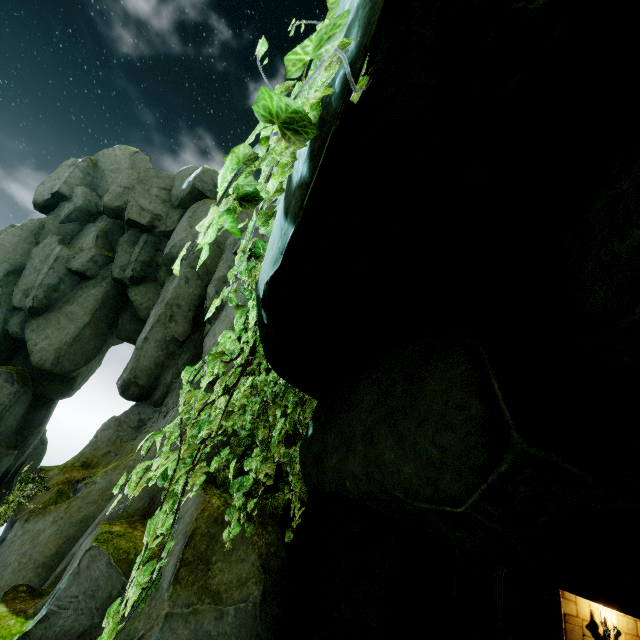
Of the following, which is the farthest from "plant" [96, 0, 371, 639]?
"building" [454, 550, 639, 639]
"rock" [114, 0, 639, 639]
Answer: "building" [454, 550, 639, 639]

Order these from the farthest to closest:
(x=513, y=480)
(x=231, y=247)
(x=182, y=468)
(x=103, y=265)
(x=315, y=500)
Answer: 1. (x=103, y=265)
2. (x=231, y=247)
3. (x=315, y=500)
4. (x=182, y=468)
5. (x=513, y=480)

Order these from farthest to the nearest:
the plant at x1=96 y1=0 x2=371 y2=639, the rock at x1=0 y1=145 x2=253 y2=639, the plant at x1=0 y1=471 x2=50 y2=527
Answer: the plant at x1=0 y1=471 x2=50 y2=527 < the rock at x1=0 y1=145 x2=253 y2=639 < the plant at x1=96 y1=0 x2=371 y2=639

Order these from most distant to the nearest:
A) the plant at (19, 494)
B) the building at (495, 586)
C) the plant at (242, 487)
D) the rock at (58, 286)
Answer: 1. the building at (495, 586)
2. the plant at (19, 494)
3. the rock at (58, 286)
4. the plant at (242, 487)

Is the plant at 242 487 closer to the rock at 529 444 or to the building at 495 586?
the rock at 529 444

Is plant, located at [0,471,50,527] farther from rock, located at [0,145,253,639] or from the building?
the building

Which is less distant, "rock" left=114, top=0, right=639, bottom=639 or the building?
"rock" left=114, top=0, right=639, bottom=639

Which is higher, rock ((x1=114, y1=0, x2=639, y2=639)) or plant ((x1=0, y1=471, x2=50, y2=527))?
rock ((x1=114, y1=0, x2=639, y2=639))
